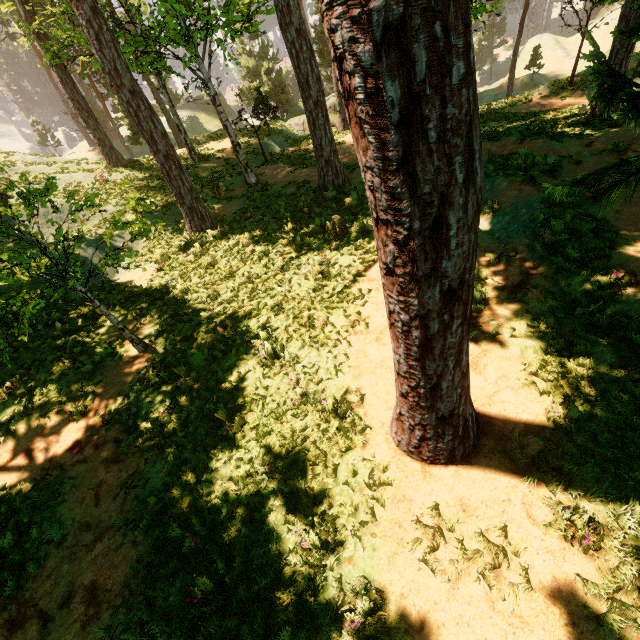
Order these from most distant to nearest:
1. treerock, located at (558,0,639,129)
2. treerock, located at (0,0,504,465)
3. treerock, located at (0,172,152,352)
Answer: treerock, located at (0,172,152,352) → treerock, located at (558,0,639,129) → treerock, located at (0,0,504,465)

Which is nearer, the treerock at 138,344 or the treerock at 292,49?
the treerock at 292,49

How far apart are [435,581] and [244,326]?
6.97m

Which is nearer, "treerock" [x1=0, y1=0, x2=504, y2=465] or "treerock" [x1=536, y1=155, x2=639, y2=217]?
"treerock" [x1=0, y1=0, x2=504, y2=465]

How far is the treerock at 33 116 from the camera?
50.5 meters

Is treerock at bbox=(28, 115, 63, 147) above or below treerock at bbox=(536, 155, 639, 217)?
below
